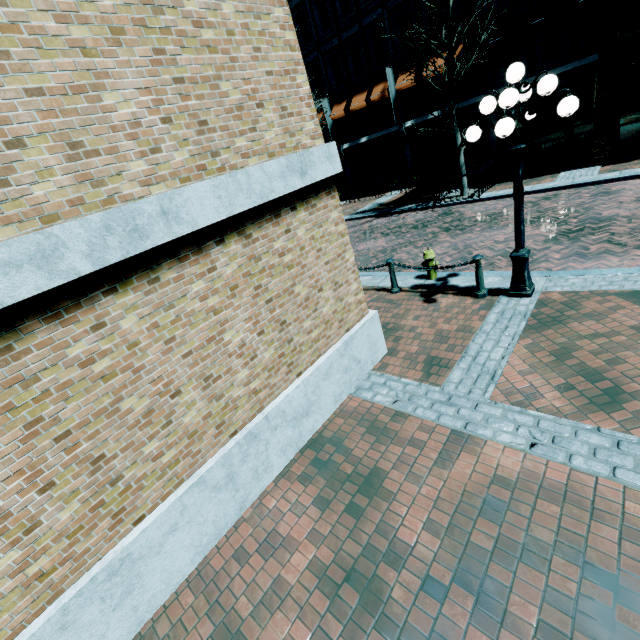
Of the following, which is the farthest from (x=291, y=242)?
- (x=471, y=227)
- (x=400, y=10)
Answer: (x=400, y=10)

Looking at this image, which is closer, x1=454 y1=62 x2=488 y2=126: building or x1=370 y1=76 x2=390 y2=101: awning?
x1=454 y1=62 x2=488 y2=126: building

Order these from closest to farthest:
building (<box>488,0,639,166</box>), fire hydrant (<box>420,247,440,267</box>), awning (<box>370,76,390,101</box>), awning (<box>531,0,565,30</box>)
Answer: fire hydrant (<box>420,247,440,267</box>) → building (<box>488,0,639,166</box>) → awning (<box>531,0,565,30</box>) → awning (<box>370,76,390,101</box>)

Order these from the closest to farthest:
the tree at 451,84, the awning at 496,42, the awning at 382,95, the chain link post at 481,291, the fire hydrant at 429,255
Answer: the chain link post at 481,291, the fire hydrant at 429,255, the tree at 451,84, the awning at 496,42, the awning at 382,95

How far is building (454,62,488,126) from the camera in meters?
16.6

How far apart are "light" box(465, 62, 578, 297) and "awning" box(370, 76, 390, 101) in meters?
16.6 m

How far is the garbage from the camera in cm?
1317

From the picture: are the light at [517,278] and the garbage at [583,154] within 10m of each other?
no
